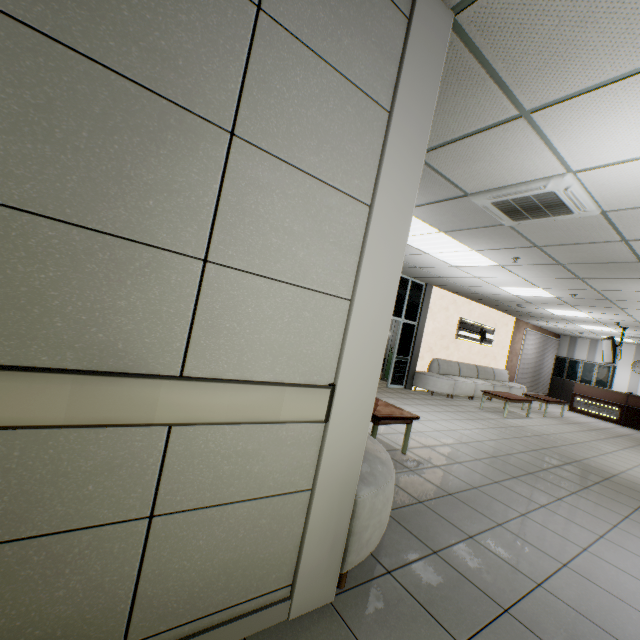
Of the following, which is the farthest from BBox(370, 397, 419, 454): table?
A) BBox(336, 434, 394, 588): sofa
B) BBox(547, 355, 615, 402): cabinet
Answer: BBox(547, 355, 615, 402): cabinet

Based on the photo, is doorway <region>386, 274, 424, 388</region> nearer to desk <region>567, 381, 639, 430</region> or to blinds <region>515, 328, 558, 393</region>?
blinds <region>515, 328, 558, 393</region>

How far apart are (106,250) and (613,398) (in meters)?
16.03

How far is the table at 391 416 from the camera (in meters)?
3.84

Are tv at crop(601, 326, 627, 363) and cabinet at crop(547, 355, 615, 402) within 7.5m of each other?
yes

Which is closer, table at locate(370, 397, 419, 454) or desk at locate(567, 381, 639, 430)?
table at locate(370, 397, 419, 454)

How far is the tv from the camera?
9.85m

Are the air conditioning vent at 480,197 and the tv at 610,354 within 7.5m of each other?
no
